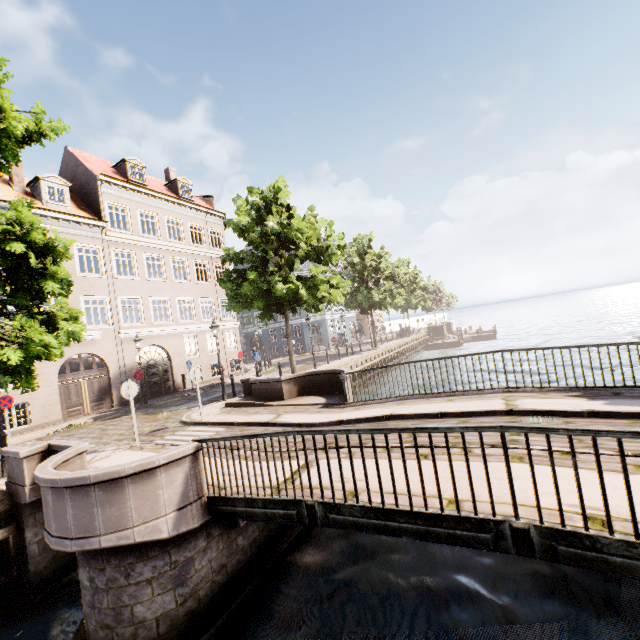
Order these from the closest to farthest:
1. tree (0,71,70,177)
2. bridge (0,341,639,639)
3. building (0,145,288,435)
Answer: bridge (0,341,639,639)
tree (0,71,70,177)
building (0,145,288,435)

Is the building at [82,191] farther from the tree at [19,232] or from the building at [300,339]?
the building at [300,339]

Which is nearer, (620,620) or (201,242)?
(620,620)

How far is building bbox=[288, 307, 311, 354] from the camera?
40.91m

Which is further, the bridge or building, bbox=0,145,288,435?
building, bbox=0,145,288,435

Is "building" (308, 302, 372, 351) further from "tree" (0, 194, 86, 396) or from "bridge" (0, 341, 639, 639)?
"bridge" (0, 341, 639, 639)

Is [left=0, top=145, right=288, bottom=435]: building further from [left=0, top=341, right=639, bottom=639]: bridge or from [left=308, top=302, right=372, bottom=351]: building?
[left=308, top=302, right=372, bottom=351]: building

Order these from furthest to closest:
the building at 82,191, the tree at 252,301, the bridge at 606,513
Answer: the building at 82,191
the tree at 252,301
the bridge at 606,513
